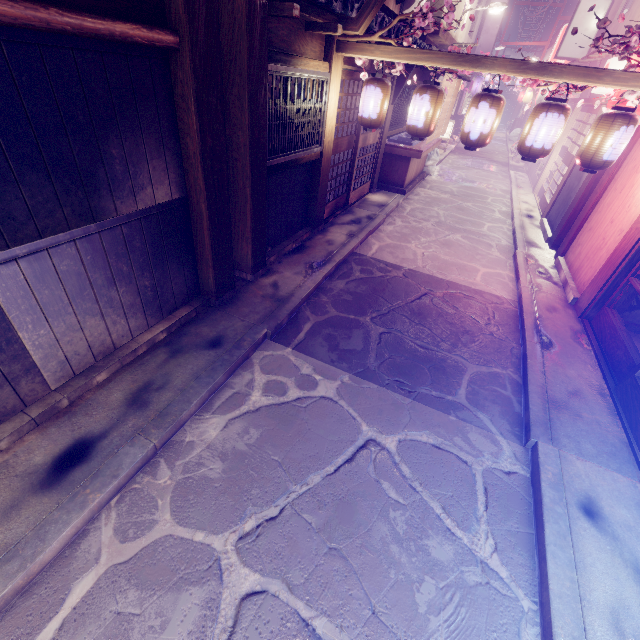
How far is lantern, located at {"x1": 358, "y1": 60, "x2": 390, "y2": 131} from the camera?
9.0 meters

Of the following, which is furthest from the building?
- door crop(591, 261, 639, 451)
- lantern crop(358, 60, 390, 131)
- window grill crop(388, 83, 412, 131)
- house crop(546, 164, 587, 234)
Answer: window grill crop(388, 83, 412, 131)

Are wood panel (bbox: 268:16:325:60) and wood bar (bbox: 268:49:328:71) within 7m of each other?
yes

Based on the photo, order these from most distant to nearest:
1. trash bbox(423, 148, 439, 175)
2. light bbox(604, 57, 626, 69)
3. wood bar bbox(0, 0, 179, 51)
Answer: trash bbox(423, 148, 439, 175)
light bbox(604, 57, 626, 69)
wood bar bbox(0, 0, 179, 51)

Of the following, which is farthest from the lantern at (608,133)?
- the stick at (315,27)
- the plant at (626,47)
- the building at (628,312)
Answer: the stick at (315,27)

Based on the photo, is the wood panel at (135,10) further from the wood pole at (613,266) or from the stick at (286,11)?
the wood pole at (613,266)

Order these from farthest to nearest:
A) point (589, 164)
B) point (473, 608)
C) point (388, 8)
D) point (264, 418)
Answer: point (388, 8), point (589, 164), point (264, 418), point (473, 608)

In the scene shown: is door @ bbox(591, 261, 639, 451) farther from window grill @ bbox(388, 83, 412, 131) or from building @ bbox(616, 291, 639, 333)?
window grill @ bbox(388, 83, 412, 131)
